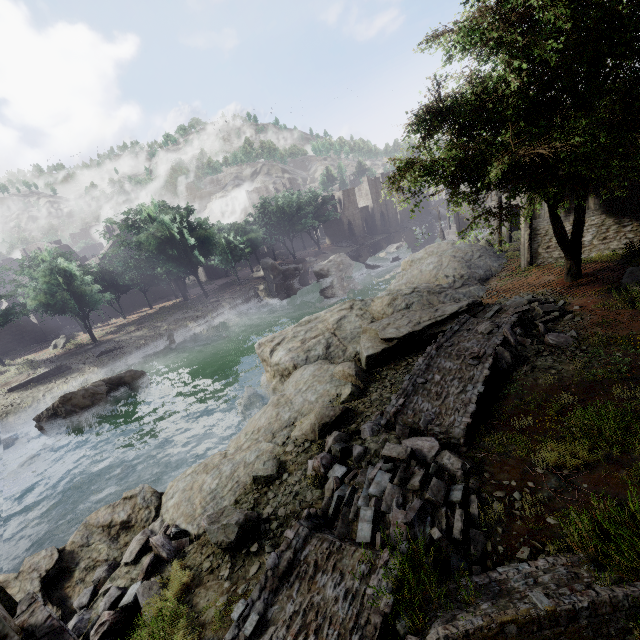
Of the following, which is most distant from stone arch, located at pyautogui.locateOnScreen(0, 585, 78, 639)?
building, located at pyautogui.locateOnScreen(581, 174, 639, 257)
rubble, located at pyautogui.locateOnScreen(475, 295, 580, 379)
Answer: rubble, located at pyautogui.locateOnScreen(475, 295, 580, 379)

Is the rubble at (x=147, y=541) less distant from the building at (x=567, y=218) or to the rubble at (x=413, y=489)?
the rubble at (x=413, y=489)

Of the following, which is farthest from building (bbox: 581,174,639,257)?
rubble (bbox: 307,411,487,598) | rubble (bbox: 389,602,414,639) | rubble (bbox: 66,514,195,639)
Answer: rubble (bbox: 66,514,195,639)

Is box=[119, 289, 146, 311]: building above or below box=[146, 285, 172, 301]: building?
above

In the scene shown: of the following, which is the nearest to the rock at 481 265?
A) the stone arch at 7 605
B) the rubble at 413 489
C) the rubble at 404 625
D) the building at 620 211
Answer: the building at 620 211

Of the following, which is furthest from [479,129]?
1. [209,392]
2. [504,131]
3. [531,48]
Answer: [209,392]

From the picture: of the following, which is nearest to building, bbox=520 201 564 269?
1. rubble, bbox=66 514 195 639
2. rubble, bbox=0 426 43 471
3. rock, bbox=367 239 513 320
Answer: rock, bbox=367 239 513 320

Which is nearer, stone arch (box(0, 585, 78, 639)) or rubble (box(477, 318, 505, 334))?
stone arch (box(0, 585, 78, 639))
